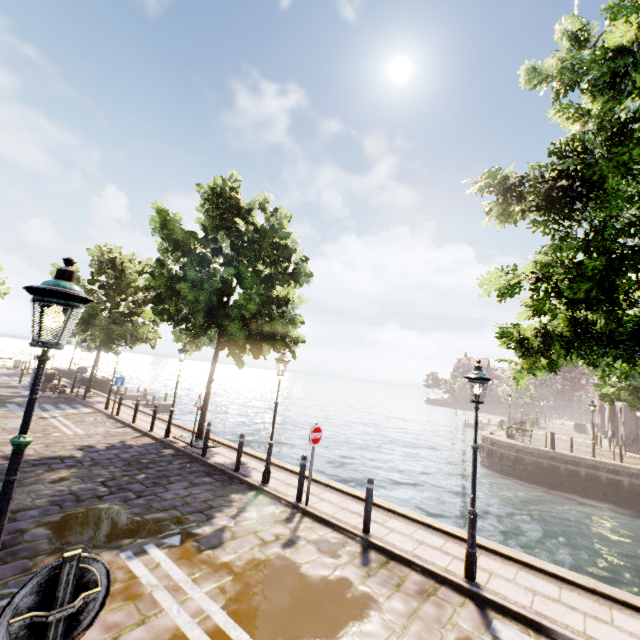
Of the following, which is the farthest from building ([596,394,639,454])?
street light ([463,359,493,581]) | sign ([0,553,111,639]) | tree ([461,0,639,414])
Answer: sign ([0,553,111,639])

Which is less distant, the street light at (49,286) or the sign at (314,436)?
the street light at (49,286)

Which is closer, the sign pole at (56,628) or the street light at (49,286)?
the sign pole at (56,628)

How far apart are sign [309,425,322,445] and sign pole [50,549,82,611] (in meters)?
6.41

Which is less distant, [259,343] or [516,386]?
[259,343]

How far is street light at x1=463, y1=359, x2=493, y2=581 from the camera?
5.7m

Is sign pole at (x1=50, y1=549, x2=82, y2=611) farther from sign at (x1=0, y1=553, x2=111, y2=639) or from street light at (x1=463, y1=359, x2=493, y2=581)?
street light at (x1=463, y1=359, x2=493, y2=581)

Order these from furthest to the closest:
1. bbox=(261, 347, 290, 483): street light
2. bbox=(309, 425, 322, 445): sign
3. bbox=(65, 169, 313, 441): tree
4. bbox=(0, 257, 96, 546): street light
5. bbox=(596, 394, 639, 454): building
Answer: bbox=(596, 394, 639, 454): building < bbox=(65, 169, 313, 441): tree < bbox=(261, 347, 290, 483): street light < bbox=(309, 425, 322, 445): sign < bbox=(0, 257, 96, 546): street light
